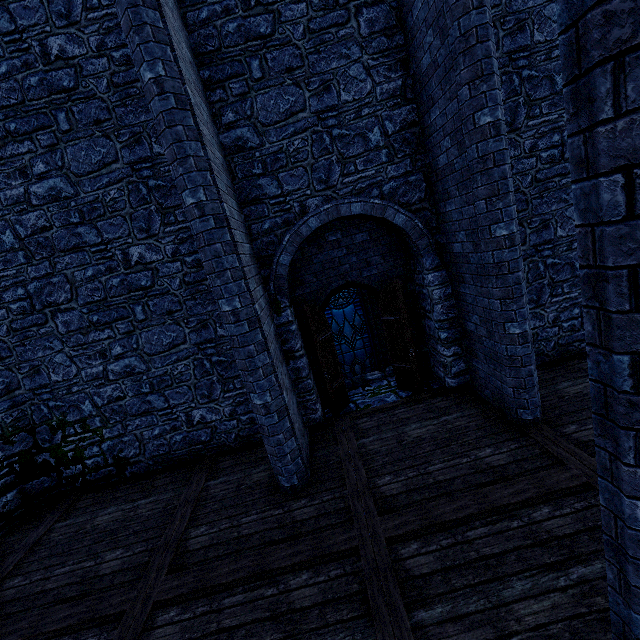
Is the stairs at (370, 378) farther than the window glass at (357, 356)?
No

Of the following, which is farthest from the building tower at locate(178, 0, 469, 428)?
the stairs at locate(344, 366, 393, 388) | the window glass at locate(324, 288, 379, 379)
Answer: the window glass at locate(324, 288, 379, 379)

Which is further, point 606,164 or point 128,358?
point 128,358

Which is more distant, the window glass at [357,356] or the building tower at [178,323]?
the window glass at [357,356]

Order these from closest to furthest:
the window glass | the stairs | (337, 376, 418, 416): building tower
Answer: (337, 376, 418, 416): building tower
the stairs
the window glass

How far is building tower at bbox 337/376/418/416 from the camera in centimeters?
727cm

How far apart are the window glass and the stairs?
1.1m
